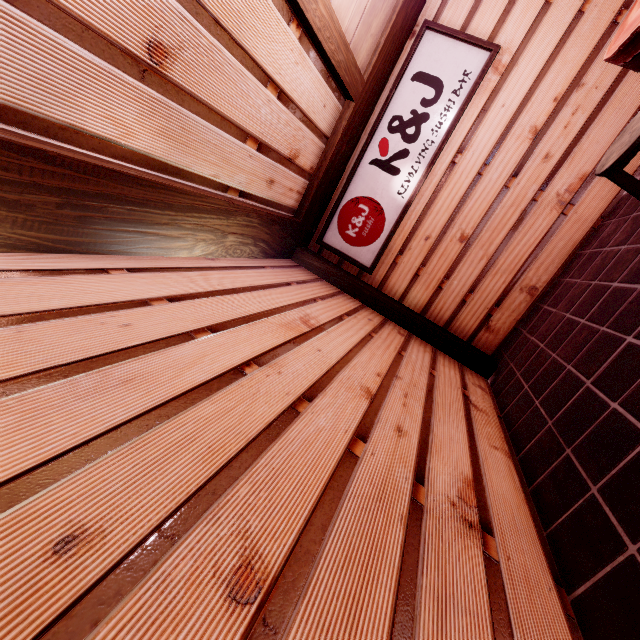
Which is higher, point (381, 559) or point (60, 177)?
point (60, 177)

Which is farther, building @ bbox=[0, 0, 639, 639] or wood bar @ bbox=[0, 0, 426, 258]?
wood bar @ bbox=[0, 0, 426, 258]

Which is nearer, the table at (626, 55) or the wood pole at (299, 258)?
the table at (626, 55)

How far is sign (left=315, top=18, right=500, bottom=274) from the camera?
6.51m

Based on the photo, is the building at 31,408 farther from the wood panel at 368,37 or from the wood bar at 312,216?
the wood panel at 368,37

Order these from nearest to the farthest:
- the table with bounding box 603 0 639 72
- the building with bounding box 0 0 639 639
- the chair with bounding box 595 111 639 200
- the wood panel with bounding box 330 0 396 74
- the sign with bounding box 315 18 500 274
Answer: the building with bounding box 0 0 639 639, the table with bounding box 603 0 639 72, the chair with bounding box 595 111 639 200, the wood panel with bounding box 330 0 396 74, the sign with bounding box 315 18 500 274

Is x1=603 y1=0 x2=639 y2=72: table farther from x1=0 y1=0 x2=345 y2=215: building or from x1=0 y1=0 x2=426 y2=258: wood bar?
x1=0 y1=0 x2=345 y2=215: building

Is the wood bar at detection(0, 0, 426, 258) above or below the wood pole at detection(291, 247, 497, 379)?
above
